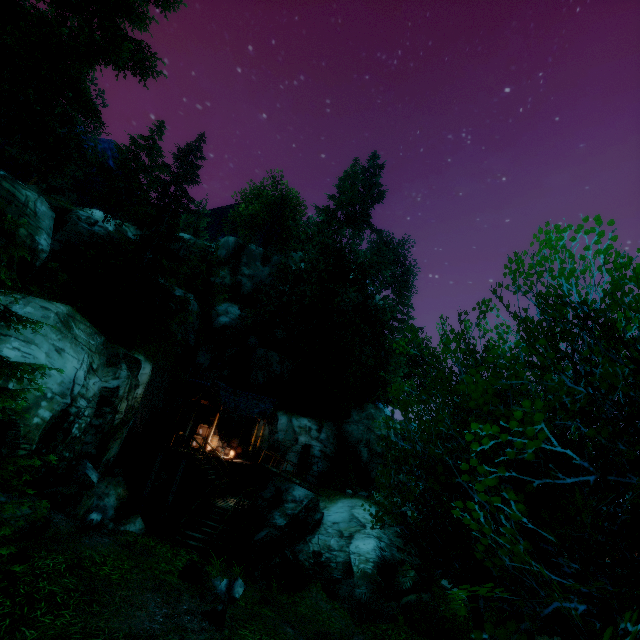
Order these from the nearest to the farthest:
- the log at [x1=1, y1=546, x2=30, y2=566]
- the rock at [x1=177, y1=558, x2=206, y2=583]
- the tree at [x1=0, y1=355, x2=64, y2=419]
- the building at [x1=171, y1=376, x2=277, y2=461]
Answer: the tree at [x1=0, y1=355, x2=64, y2=419], the log at [x1=1, y1=546, x2=30, y2=566], the rock at [x1=177, y1=558, x2=206, y2=583], the building at [x1=171, y1=376, x2=277, y2=461]

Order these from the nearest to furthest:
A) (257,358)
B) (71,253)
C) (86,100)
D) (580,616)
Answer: (580,616)
(86,100)
(71,253)
(257,358)

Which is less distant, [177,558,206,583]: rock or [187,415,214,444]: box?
[177,558,206,583]: rock

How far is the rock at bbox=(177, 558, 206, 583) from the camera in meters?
9.8 m

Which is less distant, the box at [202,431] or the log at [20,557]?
the log at [20,557]

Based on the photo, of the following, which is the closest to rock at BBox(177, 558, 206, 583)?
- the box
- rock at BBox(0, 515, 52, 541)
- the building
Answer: rock at BBox(0, 515, 52, 541)

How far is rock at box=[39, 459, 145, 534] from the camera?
12.52m

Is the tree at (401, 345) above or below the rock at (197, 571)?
above
